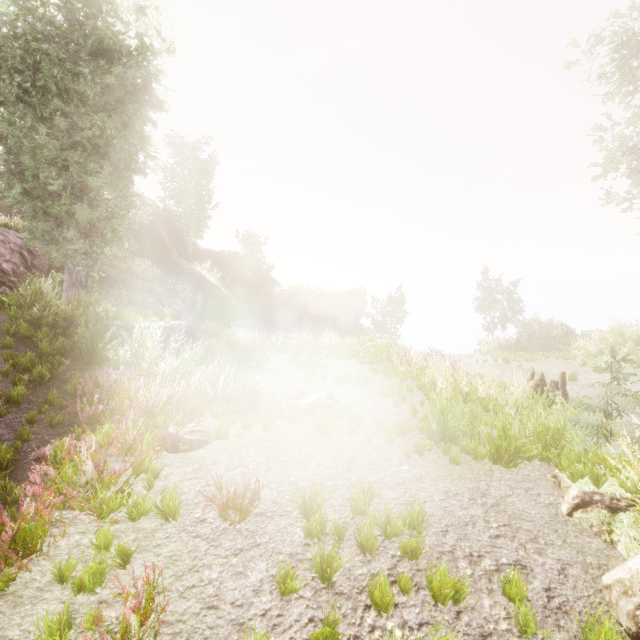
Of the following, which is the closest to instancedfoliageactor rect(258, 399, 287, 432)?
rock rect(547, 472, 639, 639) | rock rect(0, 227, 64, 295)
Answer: rock rect(0, 227, 64, 295)

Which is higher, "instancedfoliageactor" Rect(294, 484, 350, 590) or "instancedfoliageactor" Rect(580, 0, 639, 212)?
"instancedfoliageactor" Rect(580, 0, 639, 212)

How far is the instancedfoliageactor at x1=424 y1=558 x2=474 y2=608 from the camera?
2.99m

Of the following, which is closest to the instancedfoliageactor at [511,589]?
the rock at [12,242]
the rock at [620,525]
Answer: the rock at [12,242]

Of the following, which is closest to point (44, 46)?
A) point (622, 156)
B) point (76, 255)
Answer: point (76, 255)

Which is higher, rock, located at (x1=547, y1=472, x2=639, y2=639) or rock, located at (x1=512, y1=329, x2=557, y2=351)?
rock, located at (x1=512, y1=329, x2=557, y2=351)

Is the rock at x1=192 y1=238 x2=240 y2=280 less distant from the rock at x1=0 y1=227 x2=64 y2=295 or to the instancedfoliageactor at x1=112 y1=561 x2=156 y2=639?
the instancedfoliageactor at x1=112 y1=561 x2=156 y2=639

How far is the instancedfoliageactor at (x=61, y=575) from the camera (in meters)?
3.11
